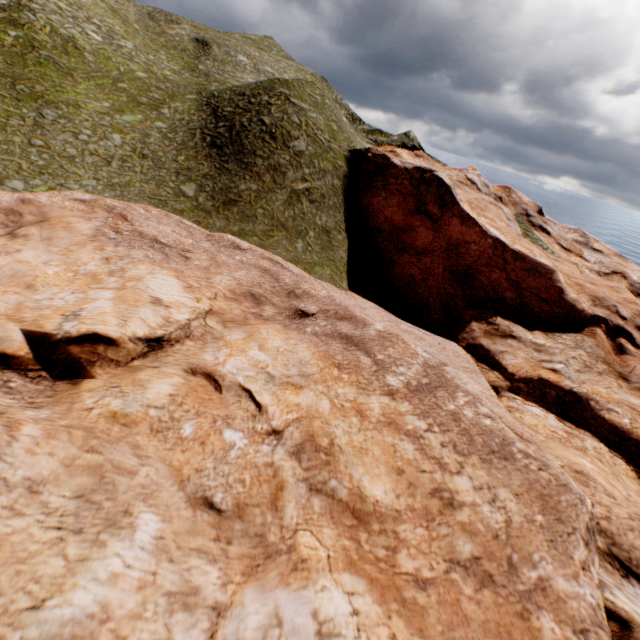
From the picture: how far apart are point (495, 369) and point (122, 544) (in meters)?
22.51
